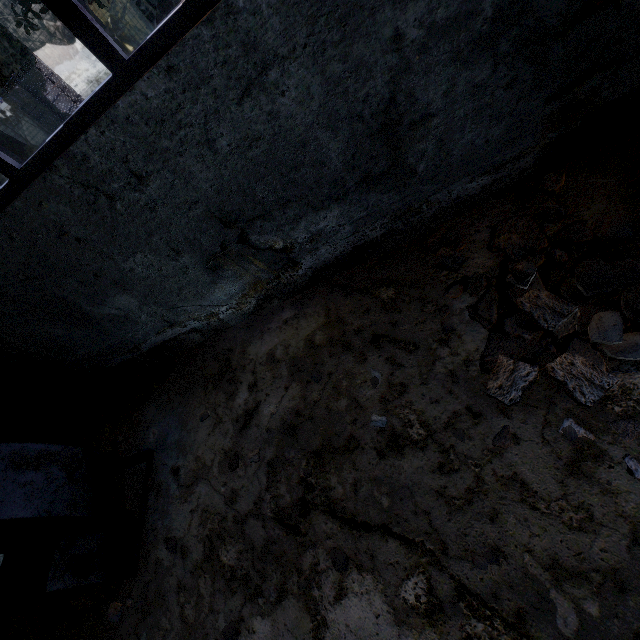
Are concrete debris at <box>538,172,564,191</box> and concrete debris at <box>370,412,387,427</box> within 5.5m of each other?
yes

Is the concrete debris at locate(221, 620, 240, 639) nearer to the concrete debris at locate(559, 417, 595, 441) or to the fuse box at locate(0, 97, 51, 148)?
the concrete debris at locate(559, 417, 595, 441)

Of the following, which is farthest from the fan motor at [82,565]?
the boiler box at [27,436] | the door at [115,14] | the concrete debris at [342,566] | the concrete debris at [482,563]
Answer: the door at [115,14]

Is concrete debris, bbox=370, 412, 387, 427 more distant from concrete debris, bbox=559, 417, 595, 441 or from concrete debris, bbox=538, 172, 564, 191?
concrete debris, bbox=538, 172, 564, 191

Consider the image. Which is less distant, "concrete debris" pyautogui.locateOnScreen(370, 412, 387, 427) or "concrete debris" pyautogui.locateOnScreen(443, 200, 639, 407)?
"concrete debris" pyautogui.locateOnScreen(443, 200, 639, 407)

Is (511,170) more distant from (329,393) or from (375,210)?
(329,393)

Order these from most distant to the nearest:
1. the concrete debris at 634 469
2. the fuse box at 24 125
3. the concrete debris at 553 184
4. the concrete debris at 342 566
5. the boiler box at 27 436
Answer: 1. the fuse box at 24 125
2. the boiler box at 27 436
3. the concrete debris at 553 184
4. the concrete debris at 342 566
5. the concrete debris at 634 469

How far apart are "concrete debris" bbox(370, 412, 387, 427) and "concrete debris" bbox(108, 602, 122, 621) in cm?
345
